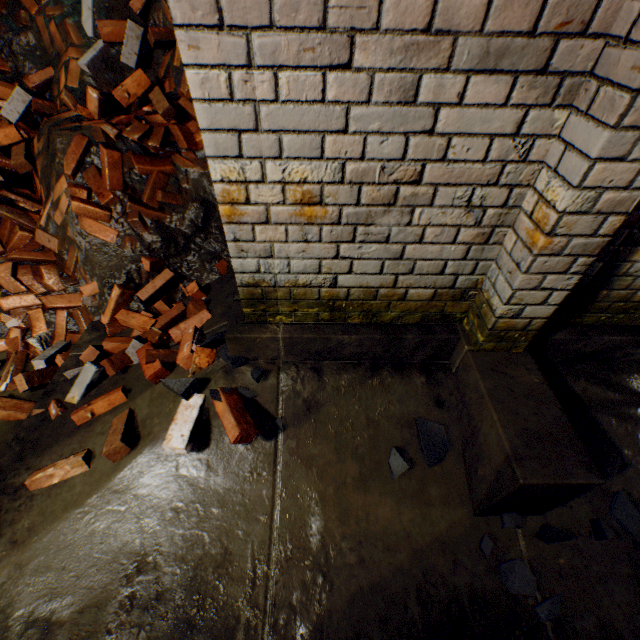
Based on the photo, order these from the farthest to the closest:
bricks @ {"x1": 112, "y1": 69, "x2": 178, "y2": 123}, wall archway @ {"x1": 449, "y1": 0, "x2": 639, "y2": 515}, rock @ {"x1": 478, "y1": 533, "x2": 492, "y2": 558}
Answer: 1. bricks @ {"x1": 112, "y1": 69, "x2": 178, "y2": 123}
2. rock @ {"x1": 478, "y1": 533, "x2": 492, "y2": 558}
3. wall archway @ {"x1": 449, "y1": 0, "x2": 639, "y2": 515}

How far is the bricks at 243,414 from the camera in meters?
1.6

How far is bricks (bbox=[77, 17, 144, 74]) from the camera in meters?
2.6

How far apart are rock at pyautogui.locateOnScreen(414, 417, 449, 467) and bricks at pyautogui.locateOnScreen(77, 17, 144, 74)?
3.65m

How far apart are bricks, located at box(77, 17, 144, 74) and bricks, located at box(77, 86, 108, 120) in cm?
18

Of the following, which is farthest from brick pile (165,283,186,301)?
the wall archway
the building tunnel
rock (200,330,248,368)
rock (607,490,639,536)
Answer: rock (607,490,639,536)

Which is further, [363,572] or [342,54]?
[363,572]

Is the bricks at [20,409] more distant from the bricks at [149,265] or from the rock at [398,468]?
the rock at [398,468]
